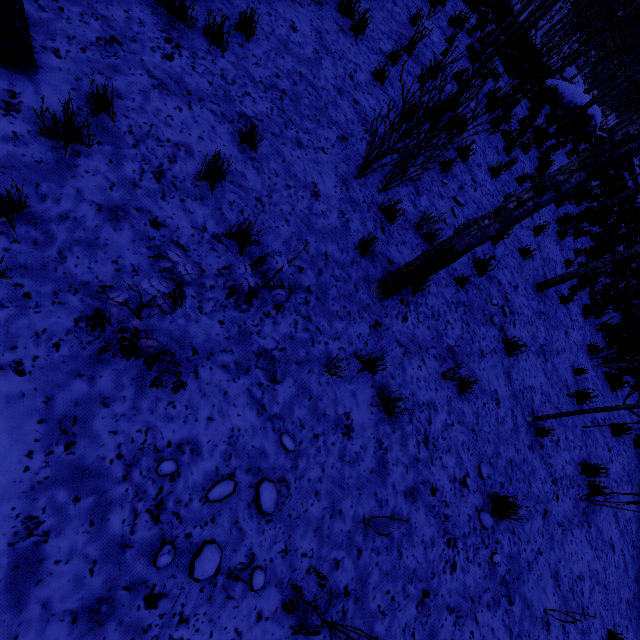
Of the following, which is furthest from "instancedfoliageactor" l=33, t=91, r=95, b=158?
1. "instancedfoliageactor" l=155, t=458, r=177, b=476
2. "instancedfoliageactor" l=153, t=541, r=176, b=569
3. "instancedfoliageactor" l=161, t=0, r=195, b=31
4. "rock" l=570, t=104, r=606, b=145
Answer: "rock" l=570, t=104, r=606, b=145

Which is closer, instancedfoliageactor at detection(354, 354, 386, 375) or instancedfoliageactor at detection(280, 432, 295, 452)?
instancedfoliageactor at detection(280, 432, 295, 452)

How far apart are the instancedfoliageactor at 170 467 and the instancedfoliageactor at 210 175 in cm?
259

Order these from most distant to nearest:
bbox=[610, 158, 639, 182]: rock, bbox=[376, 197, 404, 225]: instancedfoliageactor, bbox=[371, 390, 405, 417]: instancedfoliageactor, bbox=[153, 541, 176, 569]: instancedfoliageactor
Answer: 1. bbox=[610, 158, 639, 182]: rock
2. bbox=[376, 197, 404, 225]: instancedfoliageactor
3. bbox=[371, 390, 405, 417]: instancedfoliageactor
4. bbox=[153, 541, 176, 569]: instancedfoliageactor

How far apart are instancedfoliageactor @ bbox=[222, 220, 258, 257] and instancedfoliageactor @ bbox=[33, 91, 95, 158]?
1.4m

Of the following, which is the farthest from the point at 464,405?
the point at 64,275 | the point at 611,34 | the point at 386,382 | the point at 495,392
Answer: the point at 611,34

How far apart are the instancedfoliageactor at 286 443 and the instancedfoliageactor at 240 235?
1.91m

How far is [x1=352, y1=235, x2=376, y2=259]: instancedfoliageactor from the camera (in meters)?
4.14
